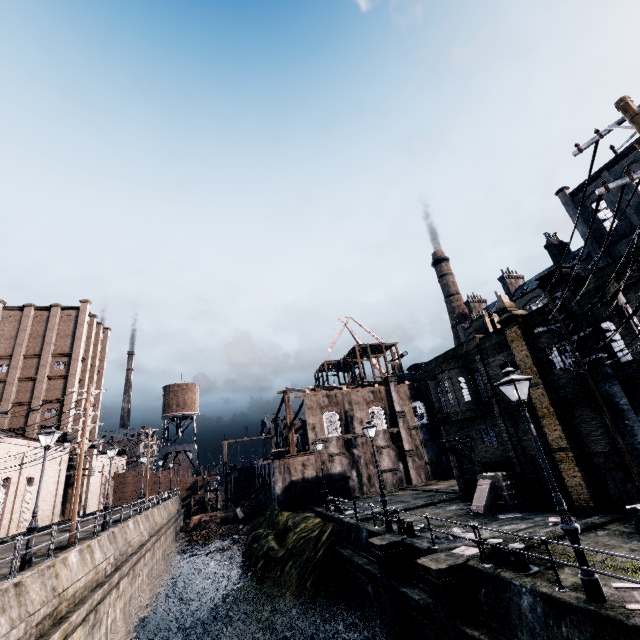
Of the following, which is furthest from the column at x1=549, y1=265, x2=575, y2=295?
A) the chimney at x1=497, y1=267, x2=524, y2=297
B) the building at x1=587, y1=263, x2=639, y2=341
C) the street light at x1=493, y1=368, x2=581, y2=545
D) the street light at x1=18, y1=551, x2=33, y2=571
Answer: the chimney at x1=497, y1=267, x2=524, y2=297

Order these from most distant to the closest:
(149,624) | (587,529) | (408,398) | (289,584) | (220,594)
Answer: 1. (408,398)
2. (220,594)
3. (149,624)
4. (289,584)
5. (587,529)

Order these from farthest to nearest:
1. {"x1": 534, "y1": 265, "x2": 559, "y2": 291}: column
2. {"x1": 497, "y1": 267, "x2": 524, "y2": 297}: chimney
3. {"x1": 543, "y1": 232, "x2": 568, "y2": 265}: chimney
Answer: {"x1": 497, "y1": 267, "x2": 524, "y2": 297}: chimney, {"x1": 543, "y1": 232, "x2": 568, "y2": 265}: chimney, {"x1": 534, "y1": 265, "x2": 559, "y2": 291}: column

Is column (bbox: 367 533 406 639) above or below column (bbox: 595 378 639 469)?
below

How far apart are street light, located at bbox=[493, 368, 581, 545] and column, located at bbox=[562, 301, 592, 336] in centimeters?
814cm

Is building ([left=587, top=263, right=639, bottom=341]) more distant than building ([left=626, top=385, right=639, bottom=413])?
No

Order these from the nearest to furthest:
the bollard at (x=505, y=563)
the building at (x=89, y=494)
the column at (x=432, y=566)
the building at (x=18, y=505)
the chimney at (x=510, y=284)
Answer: the bollard at (x=505, y=563) < the column at (x=432, y=566) < the building at (x=18, y=505) < the building at (x=89, y=494) < the chimney at (x=510, y=284)

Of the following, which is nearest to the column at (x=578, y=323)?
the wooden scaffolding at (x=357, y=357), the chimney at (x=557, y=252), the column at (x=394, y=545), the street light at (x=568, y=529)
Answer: the street light at (x=568, y=529)
